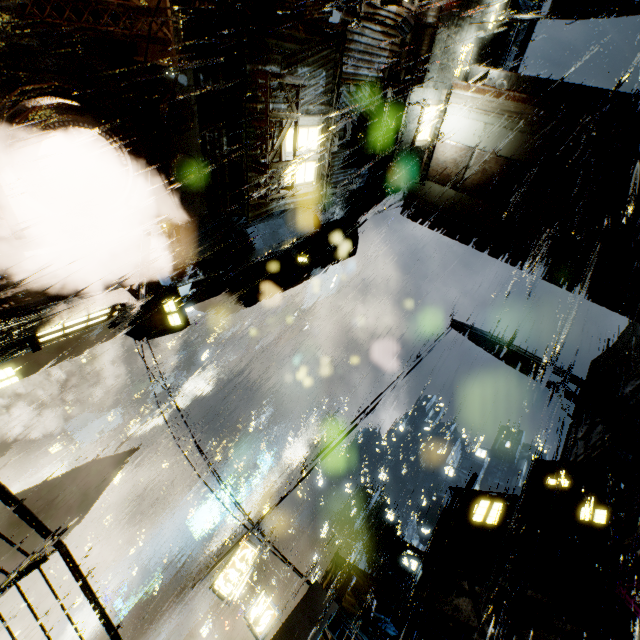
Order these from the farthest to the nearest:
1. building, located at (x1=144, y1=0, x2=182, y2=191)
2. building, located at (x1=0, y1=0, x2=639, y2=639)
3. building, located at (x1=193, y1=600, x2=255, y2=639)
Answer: building, located at (x1=193, y1=600, x2=255, y2=639), building, located at (x1=0, y1=0, x2=639, y2=639), building, located at (x1=144, y1=0, x2=182, y2=191)

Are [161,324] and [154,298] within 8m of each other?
yes

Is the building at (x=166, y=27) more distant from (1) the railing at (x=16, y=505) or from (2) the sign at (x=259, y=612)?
(2) the sign at (x=259, y=612)

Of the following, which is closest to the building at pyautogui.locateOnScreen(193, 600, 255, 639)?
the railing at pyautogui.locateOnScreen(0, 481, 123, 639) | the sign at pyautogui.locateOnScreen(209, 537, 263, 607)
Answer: the railing at pyautogui.locateOnScreen(0, 481, 123, 639)

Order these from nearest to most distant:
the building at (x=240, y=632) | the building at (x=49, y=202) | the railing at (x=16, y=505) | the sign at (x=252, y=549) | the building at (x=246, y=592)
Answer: the railing at (x=16, y=505) < the building at (x=49, y=202) < the sign at (x=252, y=549) < the building at (x=240, y=632) < the building at (x=246, y=592)

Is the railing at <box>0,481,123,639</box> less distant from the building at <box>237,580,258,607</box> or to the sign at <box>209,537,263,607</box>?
the building at <box>237,580,258,607</box>
